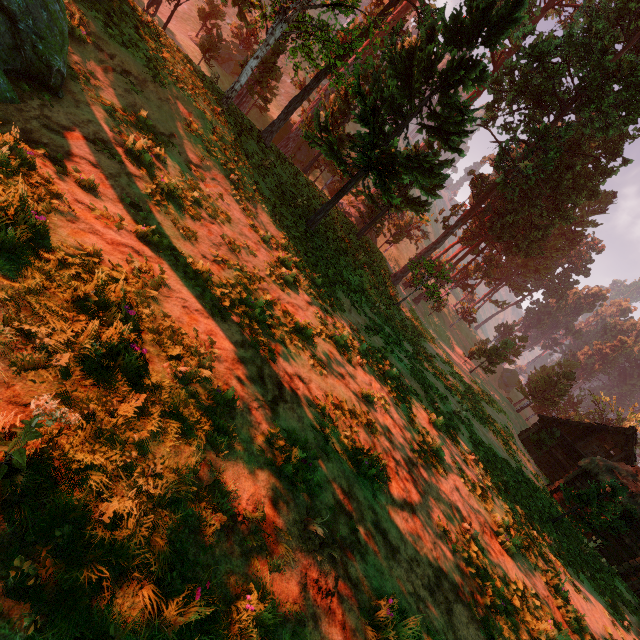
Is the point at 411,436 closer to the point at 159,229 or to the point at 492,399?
the point at 159,229

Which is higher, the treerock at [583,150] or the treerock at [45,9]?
the treerock at [583,150]

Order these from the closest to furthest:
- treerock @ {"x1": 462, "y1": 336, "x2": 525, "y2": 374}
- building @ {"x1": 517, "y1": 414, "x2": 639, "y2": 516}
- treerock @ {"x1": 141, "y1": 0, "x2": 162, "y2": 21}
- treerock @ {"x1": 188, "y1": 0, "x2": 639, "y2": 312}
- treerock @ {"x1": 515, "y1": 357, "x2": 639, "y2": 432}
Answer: treerock @ {"x1": 141, "y1": 0, "x2": 162, "y2": 21} < treerock @ {"x1": 188, "y1": 0, "x2": 639, "y2": 312} < building @ {"x1": 517, "y1": 414, "x2": 639, "y2": 516} < treerock @ {"x1": 462, "y1": 336, "x2": 525, "y2": 374} < treerock @ {"x1": 515, "y1": 357, "x2": 639, "y2": 432}

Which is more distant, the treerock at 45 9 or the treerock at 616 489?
the treerock at 616 489

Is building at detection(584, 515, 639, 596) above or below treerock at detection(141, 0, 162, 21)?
below

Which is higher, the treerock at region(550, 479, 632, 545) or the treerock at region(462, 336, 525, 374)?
the treerock at region(462, 336, 525, 374)

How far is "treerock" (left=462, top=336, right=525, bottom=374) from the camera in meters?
37.6 m
